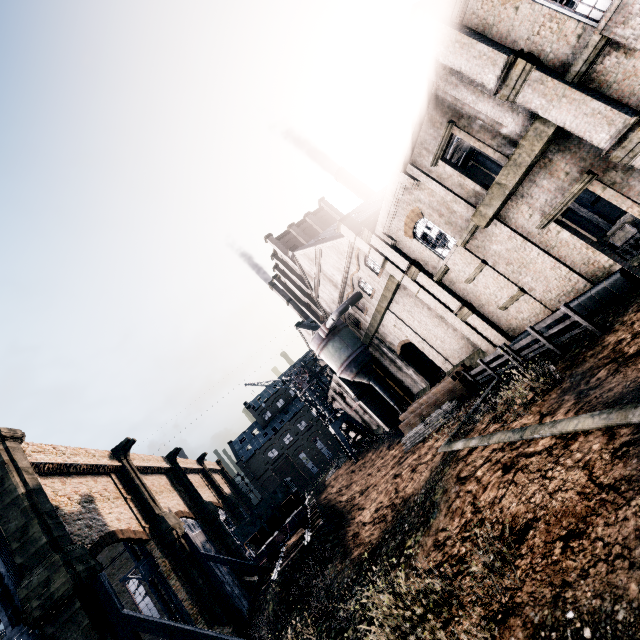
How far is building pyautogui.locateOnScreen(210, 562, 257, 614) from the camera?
30.3m

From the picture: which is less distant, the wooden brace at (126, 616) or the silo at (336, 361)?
the wooden brace at (126, 616)

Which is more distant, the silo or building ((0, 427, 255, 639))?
the silo

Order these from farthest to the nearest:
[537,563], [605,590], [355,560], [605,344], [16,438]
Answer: [16,438] → [355,560] → [605,344] → [537,563] → [605,590]

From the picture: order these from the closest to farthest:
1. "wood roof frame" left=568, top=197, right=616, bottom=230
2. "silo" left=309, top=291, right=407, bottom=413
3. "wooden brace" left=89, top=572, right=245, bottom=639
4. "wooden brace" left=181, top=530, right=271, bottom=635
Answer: "wooden brace" left=89, top=572, right=245, bottom=639 < "wood roof frame" left=568, top=197, right=616, bottom=230 < "wooden brace" left=181, top=530, right=271, bottom=635 < "silo" left=309, top=291, right=407, bottom=413

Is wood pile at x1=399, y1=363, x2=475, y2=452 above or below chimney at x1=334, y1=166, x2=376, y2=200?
below

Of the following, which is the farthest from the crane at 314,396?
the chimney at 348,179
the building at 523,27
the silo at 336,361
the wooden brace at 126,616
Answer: the chimney at 348,179

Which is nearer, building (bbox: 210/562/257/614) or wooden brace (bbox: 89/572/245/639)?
wooden brace (bbox: 89/572/245/639)
